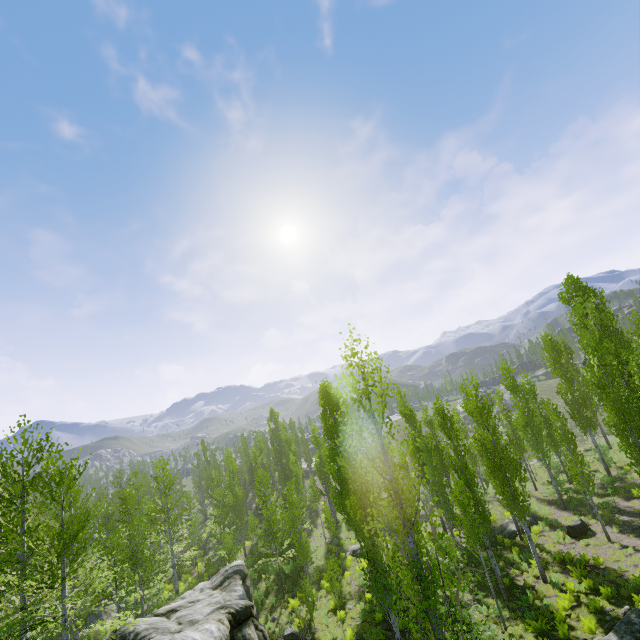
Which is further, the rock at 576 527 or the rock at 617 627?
the rock at 576 527

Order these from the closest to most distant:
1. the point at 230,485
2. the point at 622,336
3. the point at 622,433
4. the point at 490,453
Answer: the point at 622,433 < the point at 490,453 < the point at 622,336 < the point at 230,485

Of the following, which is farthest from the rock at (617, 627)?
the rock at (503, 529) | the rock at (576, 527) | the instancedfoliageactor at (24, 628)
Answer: the rock at (503, 529)

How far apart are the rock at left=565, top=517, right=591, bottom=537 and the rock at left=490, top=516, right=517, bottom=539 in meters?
2.8

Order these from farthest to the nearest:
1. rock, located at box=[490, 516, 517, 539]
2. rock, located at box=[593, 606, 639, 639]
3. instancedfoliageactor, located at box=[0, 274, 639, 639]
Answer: rock, located at box=[490, 516, 517, 539]
rock, located at box=[593, 606, 639, 639]
instancedfoliageactor, located at box=[0, 274, 639, 639]

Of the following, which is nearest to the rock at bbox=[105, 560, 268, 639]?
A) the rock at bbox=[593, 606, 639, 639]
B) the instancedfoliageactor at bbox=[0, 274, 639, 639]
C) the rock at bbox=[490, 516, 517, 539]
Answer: the instancedfoliageactor at bbox=[0, 274, 639, 639]

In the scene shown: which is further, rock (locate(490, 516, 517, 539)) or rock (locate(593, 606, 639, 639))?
rock (locate(490, 516, 517, 539))

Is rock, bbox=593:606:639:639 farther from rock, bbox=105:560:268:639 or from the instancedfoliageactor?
rock, bbox=105:560:268:639
